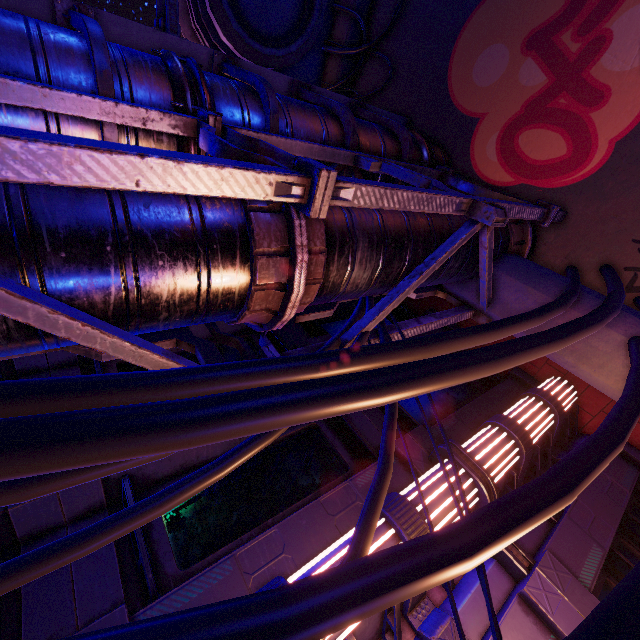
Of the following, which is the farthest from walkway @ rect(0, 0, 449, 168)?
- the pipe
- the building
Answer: the building

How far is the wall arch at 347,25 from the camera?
8.66m

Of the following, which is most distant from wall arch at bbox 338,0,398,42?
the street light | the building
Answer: the street light

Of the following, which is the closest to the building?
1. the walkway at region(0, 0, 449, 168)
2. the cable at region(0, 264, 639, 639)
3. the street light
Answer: the walkway at region(0, 0, 449, 168)

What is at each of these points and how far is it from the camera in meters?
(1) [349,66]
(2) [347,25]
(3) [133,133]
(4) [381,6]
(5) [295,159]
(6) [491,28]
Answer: (1) wall arch, 9.1 m
(2) wall arch, 8.7 m
(3) walkway, 3.7 m
(4) wall arch, 8.2 m
(5) pipe, 2.5 m
(6) wall arch, 6.4 m

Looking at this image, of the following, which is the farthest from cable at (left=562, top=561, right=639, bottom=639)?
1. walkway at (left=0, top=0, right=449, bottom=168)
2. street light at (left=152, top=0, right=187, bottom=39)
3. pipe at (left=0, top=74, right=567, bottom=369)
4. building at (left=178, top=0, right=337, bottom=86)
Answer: building at (left=178, top=0, right=337, bottom=86)

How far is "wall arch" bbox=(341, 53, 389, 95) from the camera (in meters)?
8.50
